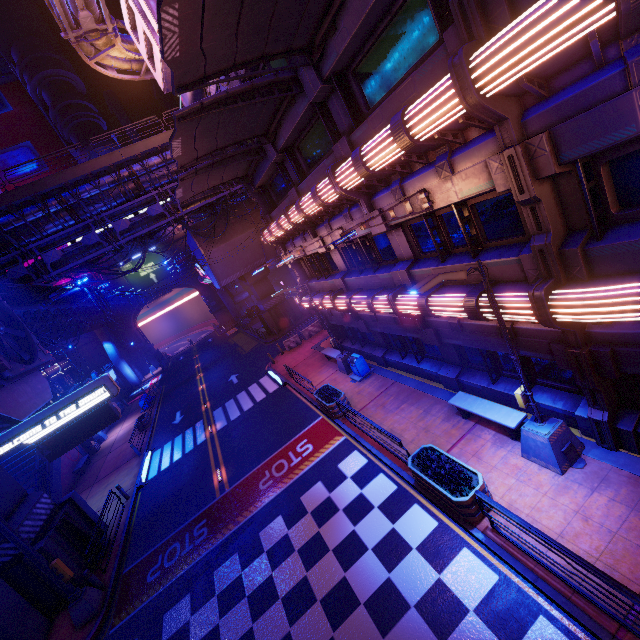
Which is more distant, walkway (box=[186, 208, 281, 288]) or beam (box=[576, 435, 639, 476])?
walkway (box=[186, 208, 281, 288])

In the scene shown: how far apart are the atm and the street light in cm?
3425

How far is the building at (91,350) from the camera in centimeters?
5200cm

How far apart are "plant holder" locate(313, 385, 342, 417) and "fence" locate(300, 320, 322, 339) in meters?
11.5 m

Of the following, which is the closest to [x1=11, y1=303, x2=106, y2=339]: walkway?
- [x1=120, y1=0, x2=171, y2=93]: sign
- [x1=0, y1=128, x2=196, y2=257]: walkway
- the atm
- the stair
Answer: [x1=0, y1=128, x2=196, y2=257]: walkway

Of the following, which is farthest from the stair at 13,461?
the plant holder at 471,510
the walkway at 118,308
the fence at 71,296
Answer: the plant holder at 471,510

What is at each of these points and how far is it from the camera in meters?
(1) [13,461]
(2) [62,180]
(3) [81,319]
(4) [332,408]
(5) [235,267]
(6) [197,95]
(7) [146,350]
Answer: (1) stair, 26.0 m
(2) walkway, 21.2 m
(3) walkway, 31.5 m
(4) plant holder, 15.0 m
(5) walkway, 33.2 m
(6) sign, 16.3 m
(7) wall arch, 56.4 m

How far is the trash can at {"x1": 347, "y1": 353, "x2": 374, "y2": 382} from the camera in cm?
1717
